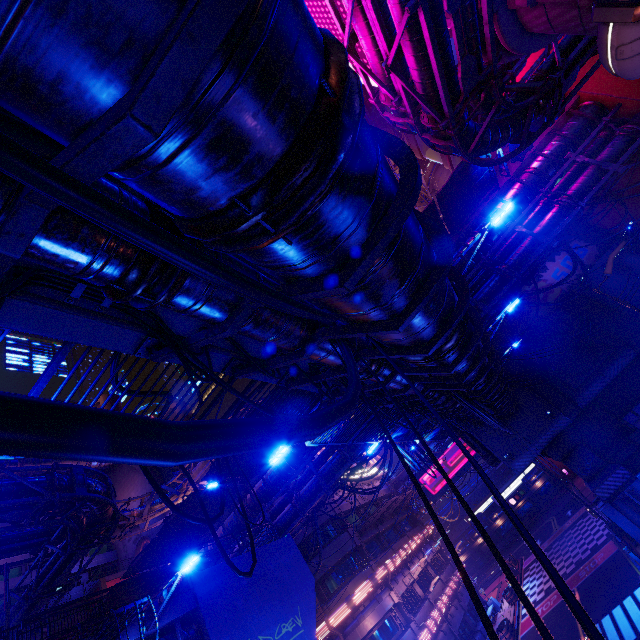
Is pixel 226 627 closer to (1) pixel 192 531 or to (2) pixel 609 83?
(1) pixel 192 531

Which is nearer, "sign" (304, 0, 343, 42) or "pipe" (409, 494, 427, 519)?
"sign" (304, 0, 343, 42)

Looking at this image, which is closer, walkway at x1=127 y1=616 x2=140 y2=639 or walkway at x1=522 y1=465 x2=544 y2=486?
walkway at x1=127 y1=616 x2=140 y2=639

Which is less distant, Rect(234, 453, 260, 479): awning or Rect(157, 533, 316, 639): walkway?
Rect(157, 533, 316, 639): walkway

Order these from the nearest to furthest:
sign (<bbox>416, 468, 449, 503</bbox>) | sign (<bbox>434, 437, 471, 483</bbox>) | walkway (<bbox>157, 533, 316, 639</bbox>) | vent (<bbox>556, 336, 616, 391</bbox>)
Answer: walkway (<bbox>157, 533, 316, 639</bbox>) → vent (<bbox>556, 336, 616, 391</bbox>) → sign (<bbox>434, 437, 471, 483</bbox>) → sign (<bbox>416, 468, 449, 503</bbox>)

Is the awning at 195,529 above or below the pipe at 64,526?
below

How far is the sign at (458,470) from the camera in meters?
44.3 m

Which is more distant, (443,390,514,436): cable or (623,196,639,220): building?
(623,196,639,220): building
